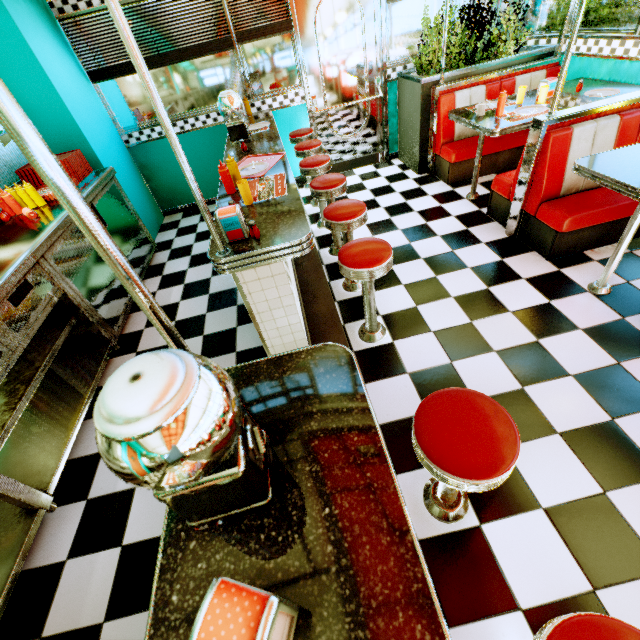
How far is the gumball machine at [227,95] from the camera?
3.2 meters

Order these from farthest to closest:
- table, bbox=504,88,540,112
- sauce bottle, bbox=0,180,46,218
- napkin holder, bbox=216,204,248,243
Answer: table, bbox=504,88,540,112 → sauce bottle, bbox=0,180,46,218 → napkin holder, bbox=216,204,248,243

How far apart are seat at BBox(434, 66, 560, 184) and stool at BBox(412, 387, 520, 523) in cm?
391

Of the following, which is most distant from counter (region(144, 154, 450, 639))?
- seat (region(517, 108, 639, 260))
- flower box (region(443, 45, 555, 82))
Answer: flower box (region(443, 45, 555, 82))

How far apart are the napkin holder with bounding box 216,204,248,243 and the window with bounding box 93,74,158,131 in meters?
3.8 m

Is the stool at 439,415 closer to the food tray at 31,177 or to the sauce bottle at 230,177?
the sauce bottle at 230,177

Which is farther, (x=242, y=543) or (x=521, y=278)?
(x=521, y=278)

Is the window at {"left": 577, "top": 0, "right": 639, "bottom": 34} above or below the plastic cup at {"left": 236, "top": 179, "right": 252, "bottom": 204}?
above
